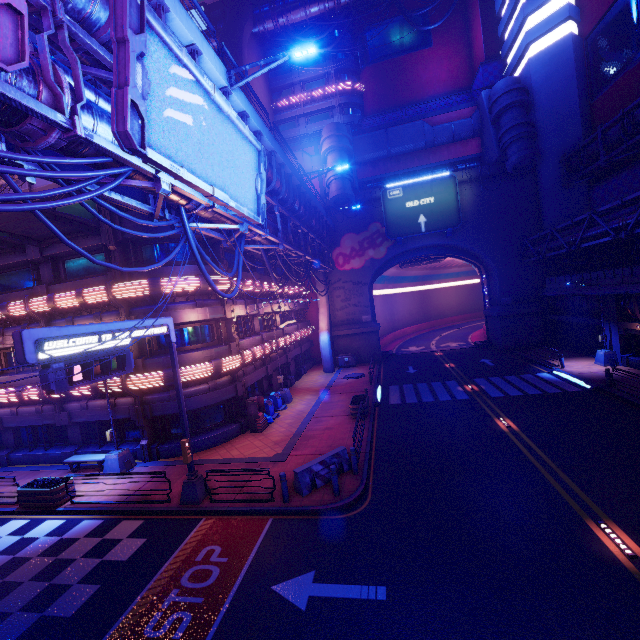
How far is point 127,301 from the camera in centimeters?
1681cm

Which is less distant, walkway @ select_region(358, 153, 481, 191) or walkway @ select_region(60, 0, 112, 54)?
walkway @ select_region(60, 0, 112, 54)

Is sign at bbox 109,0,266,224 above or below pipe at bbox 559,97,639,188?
below

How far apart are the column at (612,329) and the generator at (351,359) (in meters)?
20.31

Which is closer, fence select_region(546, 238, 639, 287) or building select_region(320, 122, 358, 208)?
fence select_region(546, 238, 639, 287)

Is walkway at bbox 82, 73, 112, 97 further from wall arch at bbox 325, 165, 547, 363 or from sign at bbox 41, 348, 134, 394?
sign at bbox 41, 348, 134, 394

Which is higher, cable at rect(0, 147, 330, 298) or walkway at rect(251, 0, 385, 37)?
walkway at rect(251, 0, 385, 37)

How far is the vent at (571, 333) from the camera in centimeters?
2519cm
